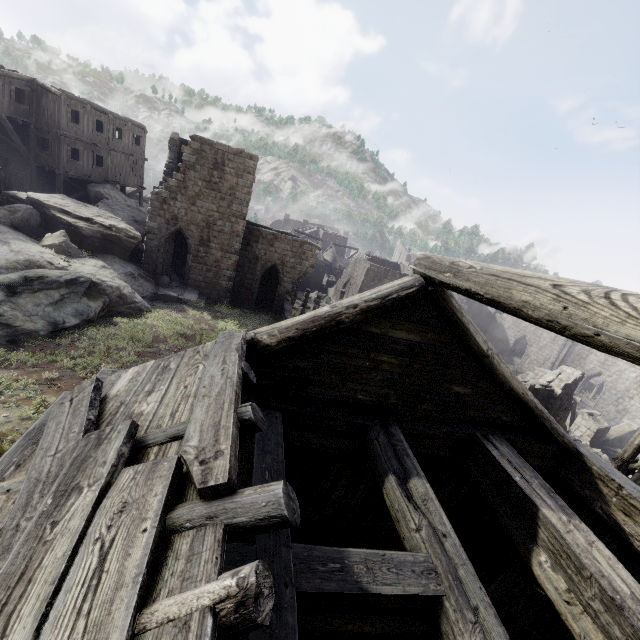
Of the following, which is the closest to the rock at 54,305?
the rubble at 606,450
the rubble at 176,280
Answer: the rubble at 176,280

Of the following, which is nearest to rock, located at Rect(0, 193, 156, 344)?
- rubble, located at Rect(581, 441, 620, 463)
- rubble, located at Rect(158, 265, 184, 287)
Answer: rubble, located at Rect(158, 265, 184, 287)

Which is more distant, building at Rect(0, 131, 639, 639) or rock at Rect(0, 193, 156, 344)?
rock at Rect(0, 193, 156, 344)

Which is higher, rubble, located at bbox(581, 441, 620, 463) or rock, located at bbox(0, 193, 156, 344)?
rock, located at bbox(0, 193, 156, 344)

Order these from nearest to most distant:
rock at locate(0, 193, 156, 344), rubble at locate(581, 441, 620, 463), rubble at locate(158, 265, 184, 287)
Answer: rock at locate(0, 193, 156, 344)
rubble at locate(581, 441, 620, 463)
rubble at locate(158, 265, 184, 287)

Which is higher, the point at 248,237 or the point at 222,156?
the point at 222,156

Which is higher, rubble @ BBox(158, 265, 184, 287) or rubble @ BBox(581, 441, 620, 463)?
rubble @ BBox(158, 265, 184, 287)

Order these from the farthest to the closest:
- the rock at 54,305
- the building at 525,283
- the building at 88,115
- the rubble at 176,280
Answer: the building at 88,115, the rubble at 176,280, the rock at 54,305, the building at 525,283
